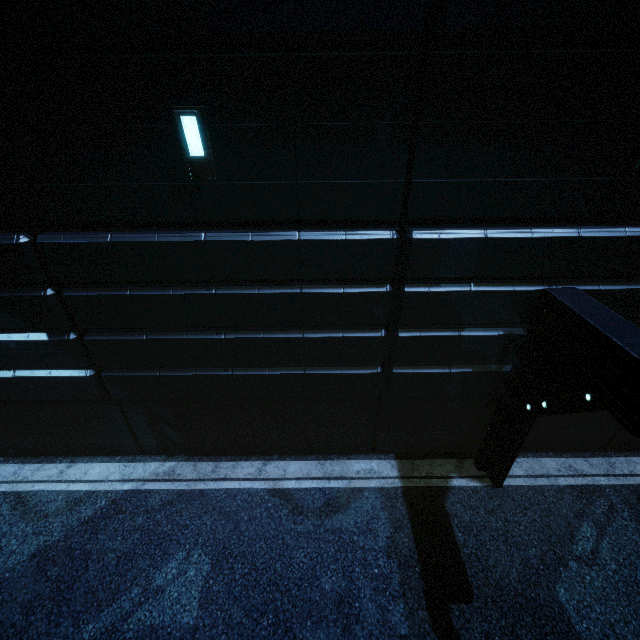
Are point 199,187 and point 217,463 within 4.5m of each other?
no
